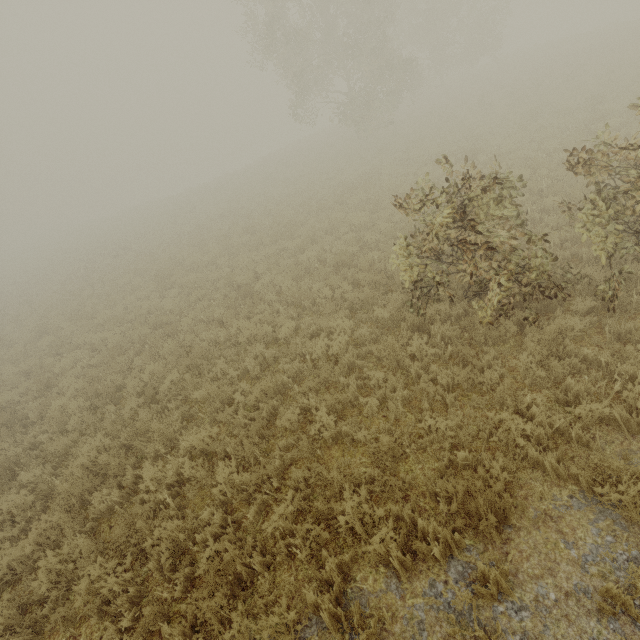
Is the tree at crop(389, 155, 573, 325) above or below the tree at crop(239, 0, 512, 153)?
below

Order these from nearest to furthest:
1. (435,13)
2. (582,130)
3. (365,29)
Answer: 1. (582,130)
2. (365,29)
3. (435,13)

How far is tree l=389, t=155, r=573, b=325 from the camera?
5.1m

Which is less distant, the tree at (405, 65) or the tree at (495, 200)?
the tree at (495, 200)

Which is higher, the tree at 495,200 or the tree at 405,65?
the tree at 405,65

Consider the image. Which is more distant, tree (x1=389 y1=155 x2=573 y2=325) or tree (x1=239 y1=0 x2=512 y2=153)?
tree (x1=239 y1=0 x2=512 y2=153)
